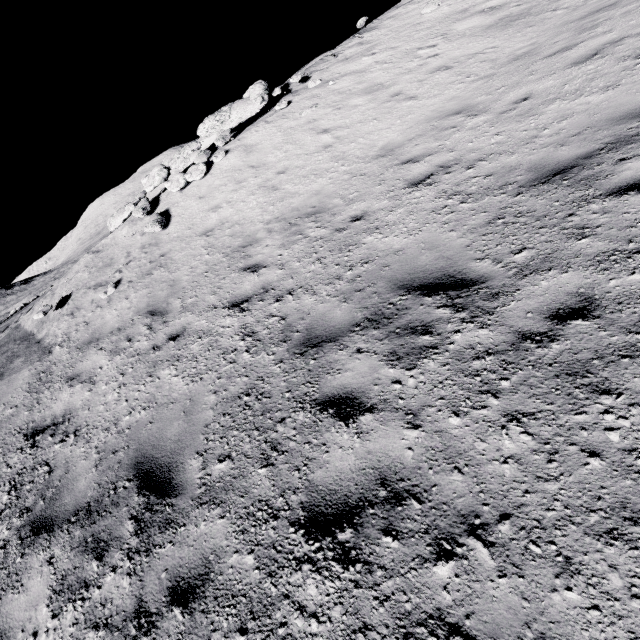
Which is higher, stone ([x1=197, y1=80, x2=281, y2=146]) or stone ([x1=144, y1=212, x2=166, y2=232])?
stone ([x1=197, y1=80, x2=281, y2=146])

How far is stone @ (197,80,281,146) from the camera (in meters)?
12.60

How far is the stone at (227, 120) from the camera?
12.6m

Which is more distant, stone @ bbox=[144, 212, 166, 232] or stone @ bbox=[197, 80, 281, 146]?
stone @ bbox=[197, 80, 281, 146]

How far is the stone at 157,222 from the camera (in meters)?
10.12

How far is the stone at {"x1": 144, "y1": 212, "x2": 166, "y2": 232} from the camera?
10.12m

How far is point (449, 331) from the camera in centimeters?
343cm
